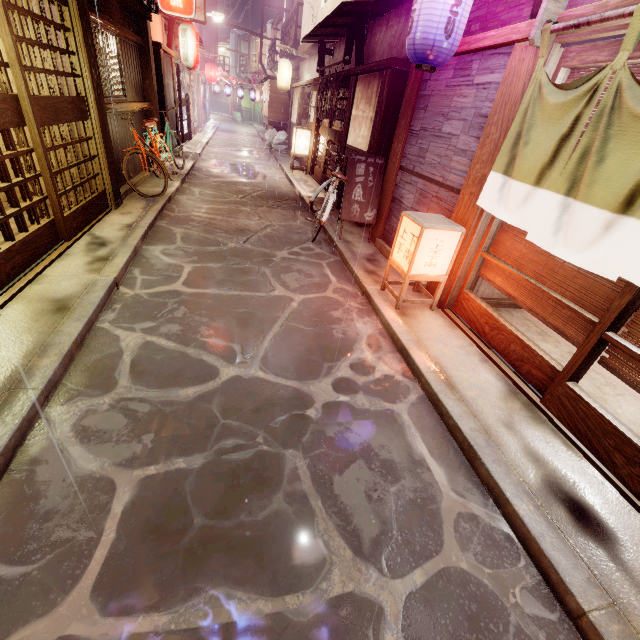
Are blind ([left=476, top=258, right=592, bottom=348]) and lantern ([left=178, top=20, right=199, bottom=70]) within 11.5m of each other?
no

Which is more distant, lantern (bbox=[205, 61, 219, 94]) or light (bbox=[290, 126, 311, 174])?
lantern (bbox=[205, 61, 219, 94])

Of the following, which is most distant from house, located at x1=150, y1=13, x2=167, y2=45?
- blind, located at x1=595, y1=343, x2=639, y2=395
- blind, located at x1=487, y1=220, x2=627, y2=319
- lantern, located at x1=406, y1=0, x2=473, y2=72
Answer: blind, located at x1=595, y1=343, x2=639, y2=395

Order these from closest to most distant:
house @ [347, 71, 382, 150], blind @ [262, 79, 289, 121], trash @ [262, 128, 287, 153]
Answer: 1. house @ [347, 71, 382, 150]
2. blind @ [262, 79, 289, 121]
3. trash @ [262, 128, 287, 153]

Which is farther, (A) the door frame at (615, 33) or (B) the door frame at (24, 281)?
(B) the door frame at (24, 281)

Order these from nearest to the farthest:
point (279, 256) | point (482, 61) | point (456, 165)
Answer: point (482, 61) < point (456, 165) < point (279, 256)

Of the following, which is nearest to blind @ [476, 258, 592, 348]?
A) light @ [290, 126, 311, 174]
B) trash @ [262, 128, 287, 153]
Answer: light @ [290, 126, 311, 174]

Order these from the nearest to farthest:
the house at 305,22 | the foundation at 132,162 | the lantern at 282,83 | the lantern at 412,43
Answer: the lantern at 412,43 → the foundation at 132,162 → the house at 305,22 → the lantern at 282,83
